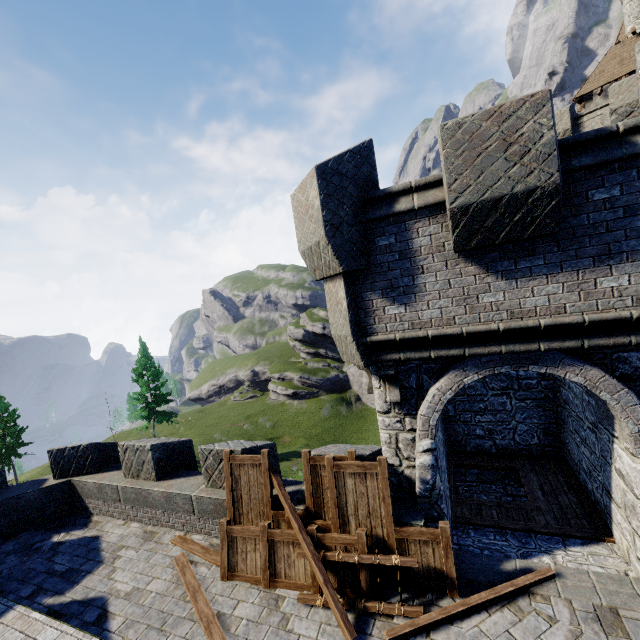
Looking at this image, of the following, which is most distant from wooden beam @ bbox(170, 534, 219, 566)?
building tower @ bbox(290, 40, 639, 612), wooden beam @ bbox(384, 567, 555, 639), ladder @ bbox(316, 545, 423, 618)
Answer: building tower @ bbox(290, 40, 639, 612)

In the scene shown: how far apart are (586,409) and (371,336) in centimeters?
494cm

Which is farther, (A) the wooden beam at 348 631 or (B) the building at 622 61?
(B) the building at 622 61

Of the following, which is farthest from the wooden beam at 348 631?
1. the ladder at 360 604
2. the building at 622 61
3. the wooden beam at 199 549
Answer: the building at 622 61

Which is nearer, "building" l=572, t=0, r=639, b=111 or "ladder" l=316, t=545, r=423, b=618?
"ladder" l=316, t=545, r=423, b=618

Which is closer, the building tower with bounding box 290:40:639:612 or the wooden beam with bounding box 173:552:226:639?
the building tower with bounding box 290:40:639:612

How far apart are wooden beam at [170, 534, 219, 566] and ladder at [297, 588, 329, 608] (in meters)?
1.16
